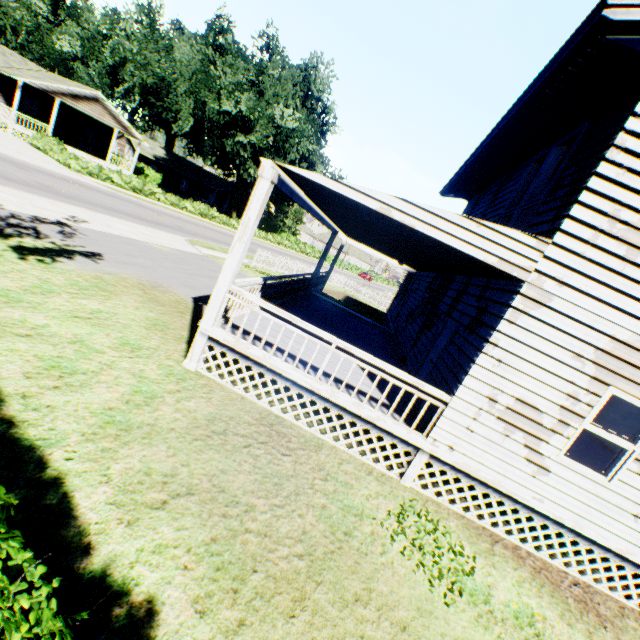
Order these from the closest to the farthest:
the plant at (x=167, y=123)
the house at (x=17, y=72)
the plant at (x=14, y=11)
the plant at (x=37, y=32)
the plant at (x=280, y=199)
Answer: the house at (x=17, y=72) < the plant at (x=167, y=123) < the plant at (x=280, y=199) < the plant at (x=37, y=32) < the plant at (x=14, y=11)

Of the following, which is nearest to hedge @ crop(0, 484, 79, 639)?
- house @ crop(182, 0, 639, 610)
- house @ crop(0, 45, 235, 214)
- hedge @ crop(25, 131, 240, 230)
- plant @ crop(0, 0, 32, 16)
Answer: house @ crop(182, 0, 639, 610)

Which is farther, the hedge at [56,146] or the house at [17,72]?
the house at [17,72]

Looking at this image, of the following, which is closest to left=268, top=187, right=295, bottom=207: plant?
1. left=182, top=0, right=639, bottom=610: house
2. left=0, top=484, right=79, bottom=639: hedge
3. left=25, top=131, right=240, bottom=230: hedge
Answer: left=182, top=0, right=639, bottom=610: house

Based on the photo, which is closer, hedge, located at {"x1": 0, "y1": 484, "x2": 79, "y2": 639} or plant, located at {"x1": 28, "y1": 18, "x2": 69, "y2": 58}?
hedge, located at {"x1": 0, "y1": 484, "x2": 79, "y2": 639}

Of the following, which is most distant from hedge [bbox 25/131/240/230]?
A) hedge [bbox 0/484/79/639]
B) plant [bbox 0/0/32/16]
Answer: hedge [bbox 0/484/79/639]

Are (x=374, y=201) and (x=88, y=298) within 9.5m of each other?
yes

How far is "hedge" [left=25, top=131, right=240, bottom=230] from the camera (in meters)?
25.13
